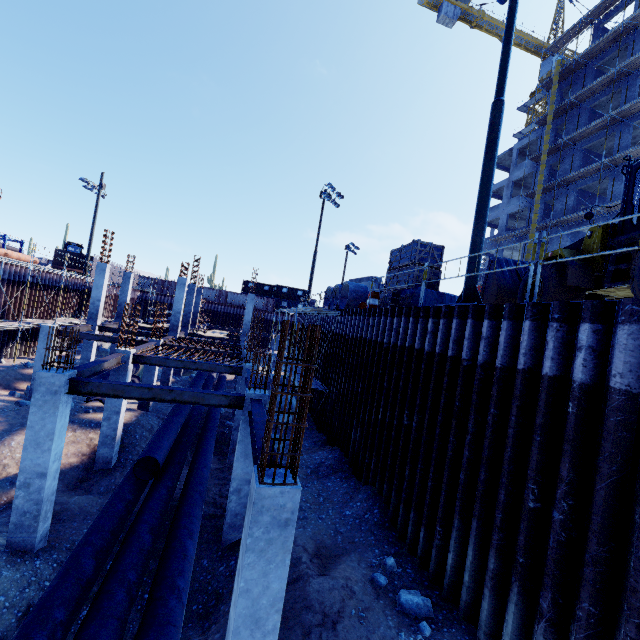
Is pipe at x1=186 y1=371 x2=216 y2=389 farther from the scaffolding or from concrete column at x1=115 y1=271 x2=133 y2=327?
the scaffolding

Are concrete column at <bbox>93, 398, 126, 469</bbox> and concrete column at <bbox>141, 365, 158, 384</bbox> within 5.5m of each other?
yes

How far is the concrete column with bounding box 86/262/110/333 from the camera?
21.06m

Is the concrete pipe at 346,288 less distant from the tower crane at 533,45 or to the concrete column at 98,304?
the concrete column at 98,304

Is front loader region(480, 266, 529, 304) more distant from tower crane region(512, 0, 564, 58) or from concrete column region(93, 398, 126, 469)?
tower crane region(512, 0, 564, 58)

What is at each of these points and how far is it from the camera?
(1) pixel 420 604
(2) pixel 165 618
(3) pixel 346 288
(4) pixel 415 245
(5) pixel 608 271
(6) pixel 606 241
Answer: (1) compgrassrocksplants, 6.26m
(2) pipe, 5.09m
(3) concrete pipe, 18.72m
(4) wooden box, 11.98m
(5) front loader, 7.41m
(6) front loader, 8.36m

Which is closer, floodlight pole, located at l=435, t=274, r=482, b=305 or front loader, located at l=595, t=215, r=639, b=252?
front loader, located at l=595, t=215, r=639, b=252

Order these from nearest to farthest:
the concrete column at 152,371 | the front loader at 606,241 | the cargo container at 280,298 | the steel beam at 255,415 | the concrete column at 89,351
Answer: the steel beam at 255,415, the front loader at 606,241, the concrete column at 152,371, the concrete column at 89,351, the cargo container at 280,298
